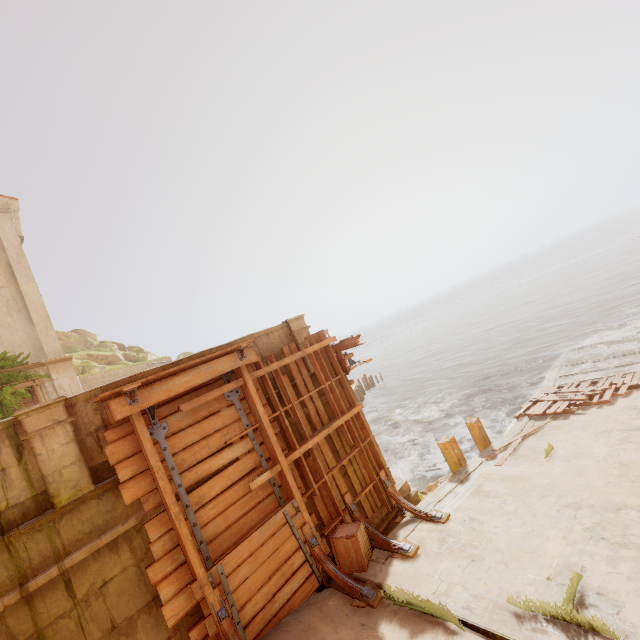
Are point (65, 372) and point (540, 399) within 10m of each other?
no

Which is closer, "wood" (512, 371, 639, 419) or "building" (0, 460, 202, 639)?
"building" (0, 460, 202, 639)

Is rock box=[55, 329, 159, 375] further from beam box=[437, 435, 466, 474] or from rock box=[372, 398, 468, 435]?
beam box=[437, 435, 466, 474]

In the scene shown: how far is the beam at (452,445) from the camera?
9.5m

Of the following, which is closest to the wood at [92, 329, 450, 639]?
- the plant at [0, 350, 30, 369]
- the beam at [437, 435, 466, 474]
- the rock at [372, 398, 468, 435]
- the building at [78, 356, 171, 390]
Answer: the building at [78, 356, 171, 390]

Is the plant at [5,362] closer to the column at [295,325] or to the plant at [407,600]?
the column at [295,325]

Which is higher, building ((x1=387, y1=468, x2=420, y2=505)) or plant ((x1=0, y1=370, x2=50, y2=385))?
plant ((x1=0, y1=370, x2=50, y2=385))

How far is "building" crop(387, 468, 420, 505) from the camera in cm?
827
